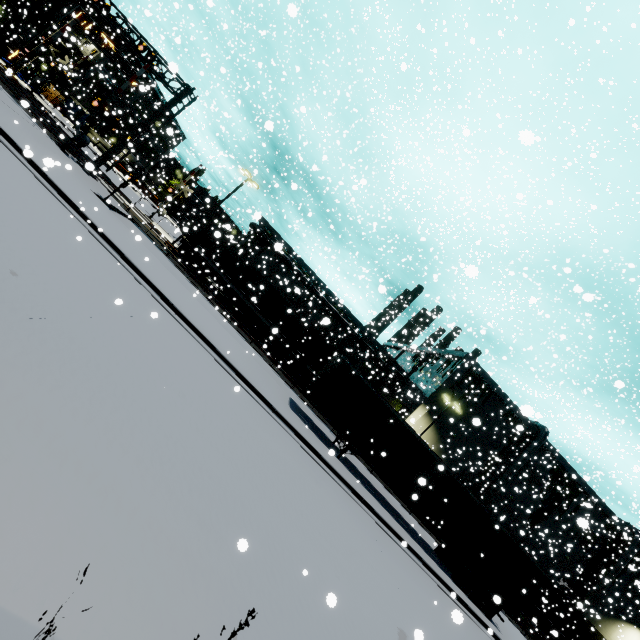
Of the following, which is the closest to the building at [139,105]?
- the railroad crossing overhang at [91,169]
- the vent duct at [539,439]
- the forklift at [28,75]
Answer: the vent duct at [539,439]

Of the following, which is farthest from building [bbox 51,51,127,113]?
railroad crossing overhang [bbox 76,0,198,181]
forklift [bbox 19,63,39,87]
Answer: railroad crossing overhang [bbox 76,0,198,181]

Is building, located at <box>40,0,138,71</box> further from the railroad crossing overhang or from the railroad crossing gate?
the railroad crossing overhang

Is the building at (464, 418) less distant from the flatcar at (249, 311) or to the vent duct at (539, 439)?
the vent duct at (539, 439)

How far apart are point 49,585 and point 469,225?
25.85m

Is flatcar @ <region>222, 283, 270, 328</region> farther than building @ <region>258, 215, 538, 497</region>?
No

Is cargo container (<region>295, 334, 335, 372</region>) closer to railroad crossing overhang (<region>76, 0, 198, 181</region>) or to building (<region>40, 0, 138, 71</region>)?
building (<region>40, 0, 138, 71</region>)

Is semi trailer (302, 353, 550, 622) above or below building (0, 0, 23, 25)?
below
